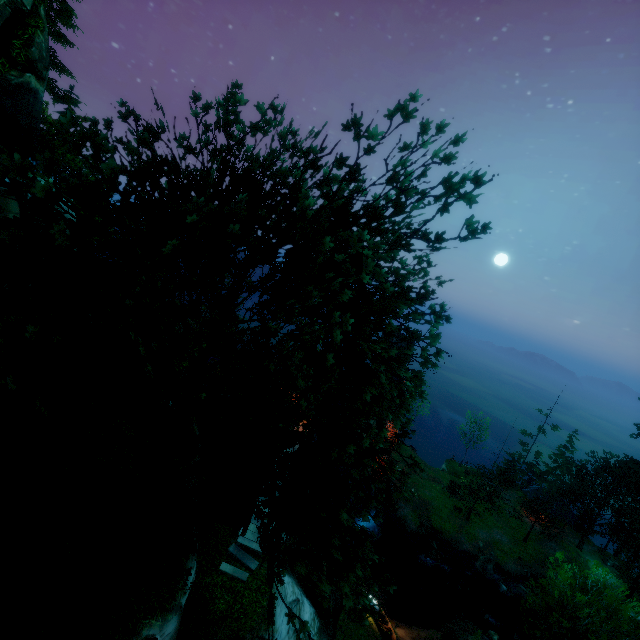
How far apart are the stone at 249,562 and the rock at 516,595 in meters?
33.5 m

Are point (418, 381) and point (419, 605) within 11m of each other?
no

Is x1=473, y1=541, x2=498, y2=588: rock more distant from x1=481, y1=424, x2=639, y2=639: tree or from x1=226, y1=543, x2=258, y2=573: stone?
x1=226, y1=543, x2=258, y2=573: stone

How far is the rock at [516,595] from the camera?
35.0 meters

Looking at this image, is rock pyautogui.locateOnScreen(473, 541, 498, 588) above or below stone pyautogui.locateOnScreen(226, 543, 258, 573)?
below

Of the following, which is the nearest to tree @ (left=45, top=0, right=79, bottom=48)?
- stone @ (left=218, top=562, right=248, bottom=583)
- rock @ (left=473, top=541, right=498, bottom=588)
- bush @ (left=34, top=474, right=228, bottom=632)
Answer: bush @ (left=34, top=474, right=228, bottom=632)

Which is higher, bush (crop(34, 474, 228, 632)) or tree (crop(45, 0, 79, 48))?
tree (crop(45, 0, 79, 48))

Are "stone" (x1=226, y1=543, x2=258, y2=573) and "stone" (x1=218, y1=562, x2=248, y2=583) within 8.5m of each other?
yes
